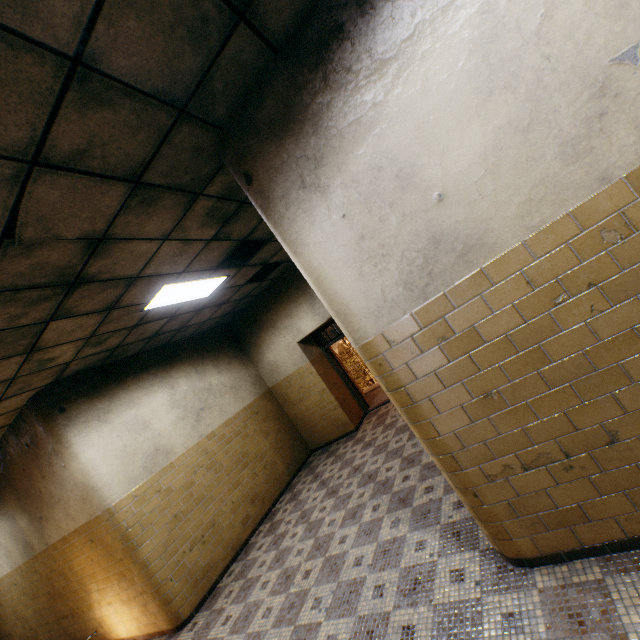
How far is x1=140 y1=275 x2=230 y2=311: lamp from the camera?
4.43m

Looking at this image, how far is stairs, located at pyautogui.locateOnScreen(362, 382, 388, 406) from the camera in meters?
8.7 m

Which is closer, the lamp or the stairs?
the lamp

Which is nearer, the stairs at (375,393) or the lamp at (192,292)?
the lamp at (192,292)

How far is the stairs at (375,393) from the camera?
8.7 meters

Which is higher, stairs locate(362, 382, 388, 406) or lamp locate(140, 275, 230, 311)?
lamp locate(140, 275, 230, 311)

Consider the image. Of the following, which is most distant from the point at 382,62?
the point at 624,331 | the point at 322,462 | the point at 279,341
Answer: the point at 322,462
